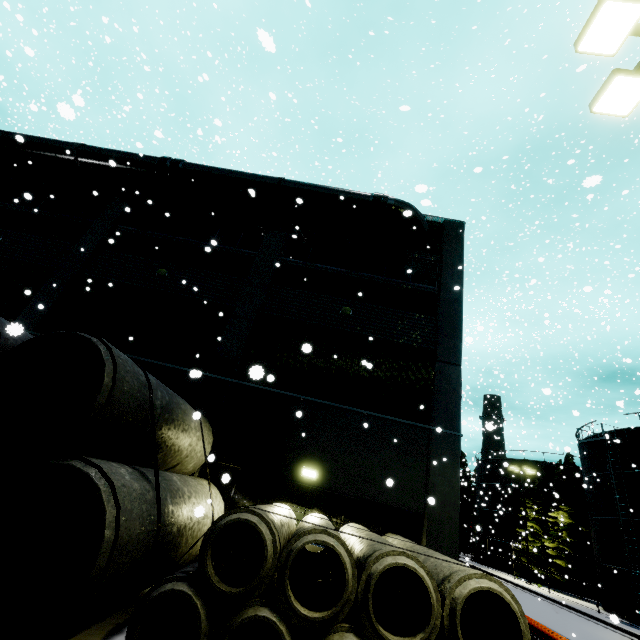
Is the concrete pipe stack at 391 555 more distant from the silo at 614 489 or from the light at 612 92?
the light at 612 92

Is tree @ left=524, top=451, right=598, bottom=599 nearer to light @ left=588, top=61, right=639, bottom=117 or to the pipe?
light @ left=588, top=61, right=639, bottom=117

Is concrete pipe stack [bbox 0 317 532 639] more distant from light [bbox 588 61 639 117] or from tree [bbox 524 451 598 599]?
light [bbox 588 61 639 117]

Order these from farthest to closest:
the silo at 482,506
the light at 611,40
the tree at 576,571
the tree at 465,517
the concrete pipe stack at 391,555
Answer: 1. the tree at 465,517
2. the silo at 482,506
3. the tree at 576,571
4. the light at 611,40
5. the concrete pipe stack at 391,555

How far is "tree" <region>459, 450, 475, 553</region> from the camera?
46.1 meters

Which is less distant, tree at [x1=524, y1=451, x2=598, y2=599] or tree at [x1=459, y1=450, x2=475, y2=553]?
tree at [x1=524, y1=451, x2=598, y2=599]

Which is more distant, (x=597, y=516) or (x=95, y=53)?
(x=597, y=516)

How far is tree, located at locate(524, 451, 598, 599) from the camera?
29.0m
